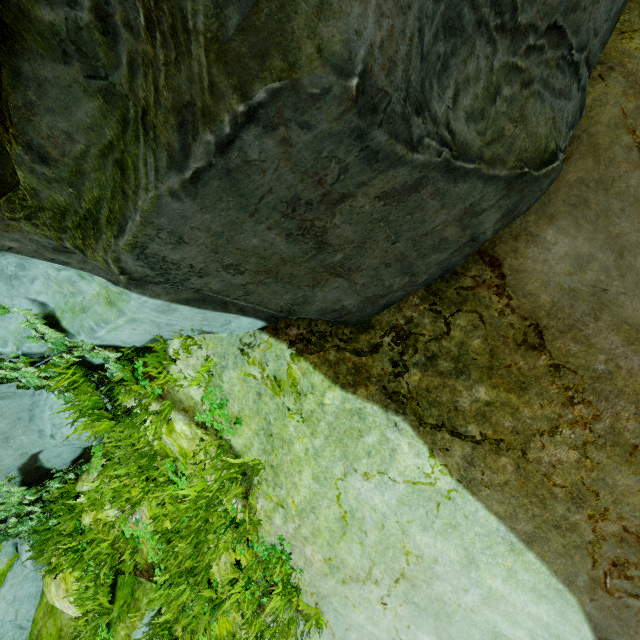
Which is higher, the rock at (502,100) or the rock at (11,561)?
the rock at (502,100)

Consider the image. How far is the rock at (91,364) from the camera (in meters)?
3.69

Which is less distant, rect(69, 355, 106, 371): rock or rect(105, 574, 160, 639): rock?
rect(69, 355, 106, 371): rock

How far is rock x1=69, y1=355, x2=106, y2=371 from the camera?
3.69m

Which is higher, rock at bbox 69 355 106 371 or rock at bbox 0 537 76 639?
rock at bbox 69 355 106 371

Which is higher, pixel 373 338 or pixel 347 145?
pixel 347 145
